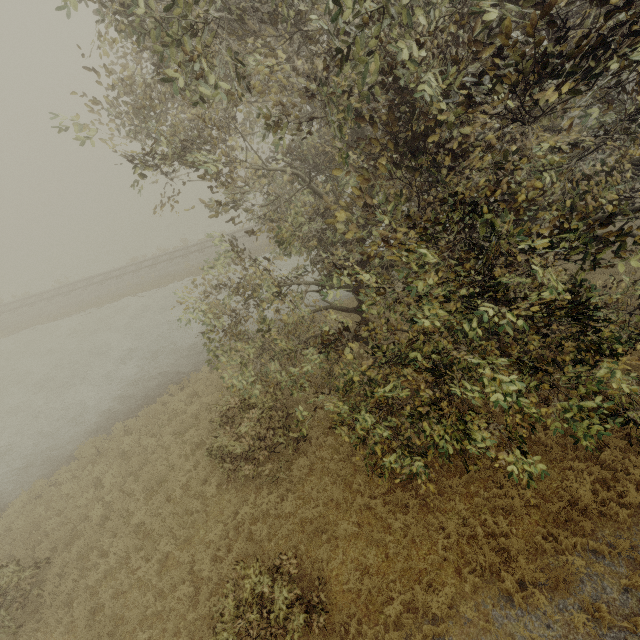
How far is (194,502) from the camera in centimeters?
1081cm
